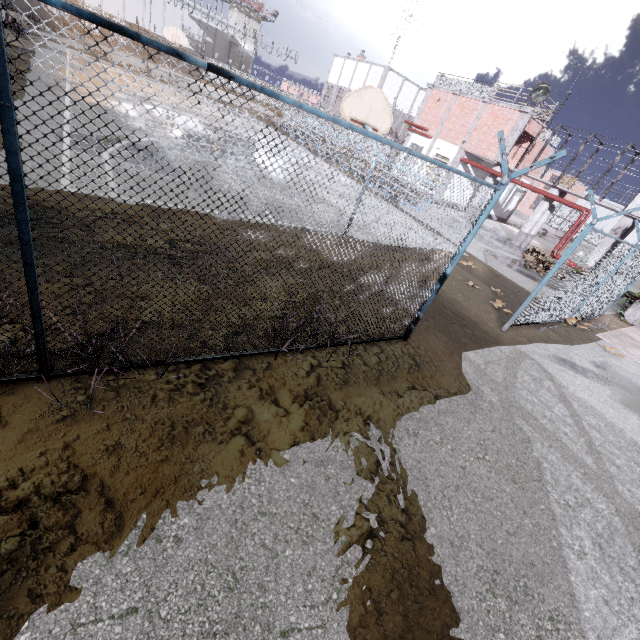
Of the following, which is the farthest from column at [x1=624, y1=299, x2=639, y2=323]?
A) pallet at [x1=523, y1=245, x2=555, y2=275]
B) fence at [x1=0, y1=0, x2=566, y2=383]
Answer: pallet at [x1=523, y1=245, x2=555, y2=275]

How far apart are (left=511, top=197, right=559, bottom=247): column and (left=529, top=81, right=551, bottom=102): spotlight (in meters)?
4.98

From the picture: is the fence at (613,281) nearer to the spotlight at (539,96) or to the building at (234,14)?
the spotlight at (539,96)

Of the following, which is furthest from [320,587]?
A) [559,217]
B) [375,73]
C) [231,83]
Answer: [231,83]

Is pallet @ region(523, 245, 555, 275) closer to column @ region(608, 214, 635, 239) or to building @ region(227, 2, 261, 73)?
column @ region(608, 214, 635, 239)

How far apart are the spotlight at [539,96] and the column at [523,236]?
5.0 meters

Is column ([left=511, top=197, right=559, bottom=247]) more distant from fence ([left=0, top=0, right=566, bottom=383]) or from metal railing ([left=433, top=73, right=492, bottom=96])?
metal railing ([left=433, top=73, right=492, bottom=96])

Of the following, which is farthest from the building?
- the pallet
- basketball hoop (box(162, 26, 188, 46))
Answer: the pallet
